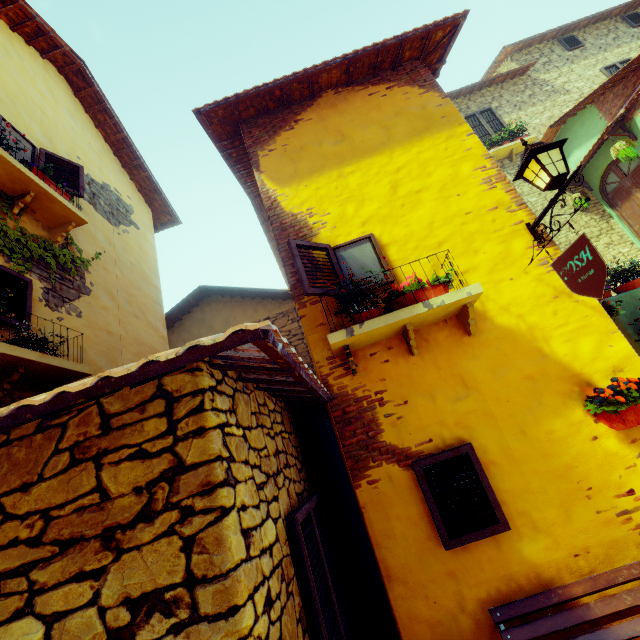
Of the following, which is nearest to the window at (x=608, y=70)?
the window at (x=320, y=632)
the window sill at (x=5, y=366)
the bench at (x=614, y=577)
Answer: the bench at (x=614, y=577)

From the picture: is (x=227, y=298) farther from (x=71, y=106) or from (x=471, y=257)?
(x=471, y=257)

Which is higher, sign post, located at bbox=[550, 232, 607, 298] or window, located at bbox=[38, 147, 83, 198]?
window, located at bbox=[38, 147, 83, 198]

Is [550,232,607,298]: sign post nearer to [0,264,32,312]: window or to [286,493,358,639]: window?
[0,264,32,312]: window

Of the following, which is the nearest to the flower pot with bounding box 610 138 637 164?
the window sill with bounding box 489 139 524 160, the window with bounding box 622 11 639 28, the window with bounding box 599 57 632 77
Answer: the window sill with bounding box 489 139 524 160

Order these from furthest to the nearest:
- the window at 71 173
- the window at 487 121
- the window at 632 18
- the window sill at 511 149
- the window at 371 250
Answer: the window at 632 18 → the window at 487 121 → the window sill at 511 149 → the window at 71 173 → the window at 371 250

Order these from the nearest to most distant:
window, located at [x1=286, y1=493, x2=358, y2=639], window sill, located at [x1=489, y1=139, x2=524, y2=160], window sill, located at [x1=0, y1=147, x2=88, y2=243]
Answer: window, located at [x1=286, y1=493, x2=358, y2=639] → window sill, located at [x1=0, y1=147, x2=88, y2=243] → window sill, located at [x1=489, y1=139, x2=524, y2=160]

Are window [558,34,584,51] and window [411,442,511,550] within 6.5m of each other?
no
